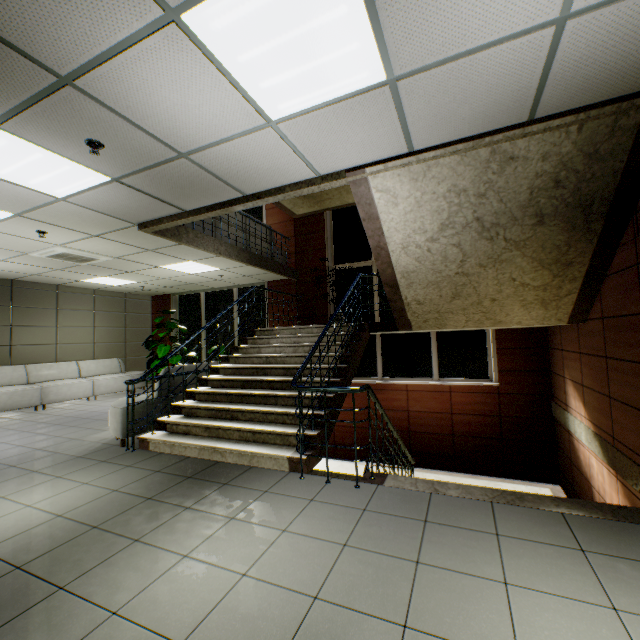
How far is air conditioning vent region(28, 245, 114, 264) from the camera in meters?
5.8 m

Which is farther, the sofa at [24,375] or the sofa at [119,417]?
the sofa at [24,375]

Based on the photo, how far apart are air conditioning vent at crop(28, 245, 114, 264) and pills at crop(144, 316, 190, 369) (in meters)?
3.76

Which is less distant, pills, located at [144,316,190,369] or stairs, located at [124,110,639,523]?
stairs, located at [124,110,639,523]

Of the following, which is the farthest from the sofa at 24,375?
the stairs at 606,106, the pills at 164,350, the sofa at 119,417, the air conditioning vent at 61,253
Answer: the stairs at 606,106

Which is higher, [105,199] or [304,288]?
[105,199]

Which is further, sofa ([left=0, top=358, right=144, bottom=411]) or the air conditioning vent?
sofa ([left=0, top=358, right=144, bottom=411])

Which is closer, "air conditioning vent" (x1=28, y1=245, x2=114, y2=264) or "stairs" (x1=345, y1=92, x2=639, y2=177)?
"stairs" (x1=345, y1=92, x2=639, y2=177)
